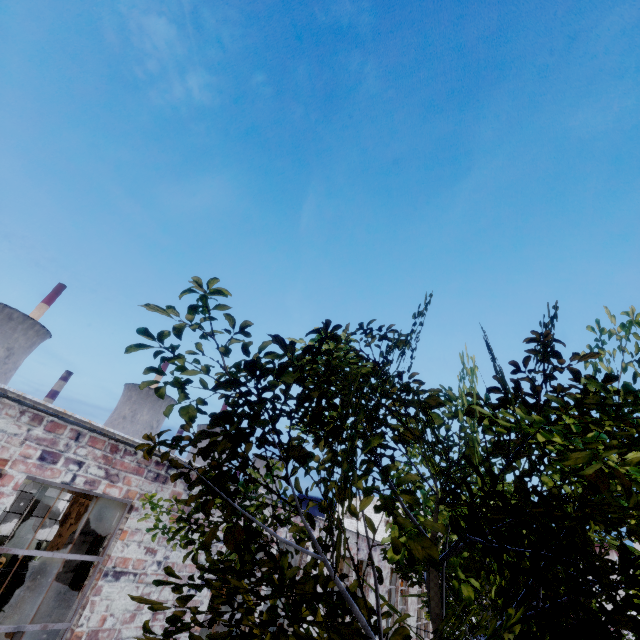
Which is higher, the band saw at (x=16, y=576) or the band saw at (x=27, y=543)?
the band saw at (x=27, y=543)

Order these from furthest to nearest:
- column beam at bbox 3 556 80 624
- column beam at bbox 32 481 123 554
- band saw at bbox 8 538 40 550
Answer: band saw at bbox 8 538 40 550
column beam at bbox 32 481 123 554
column beam at bbox 3 556 80 624

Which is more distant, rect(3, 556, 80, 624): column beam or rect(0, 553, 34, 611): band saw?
rect(0, 553, 34, 611): band saw

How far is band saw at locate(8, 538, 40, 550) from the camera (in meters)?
12.12

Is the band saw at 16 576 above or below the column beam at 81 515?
below

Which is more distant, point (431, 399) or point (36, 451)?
point (431, 399)

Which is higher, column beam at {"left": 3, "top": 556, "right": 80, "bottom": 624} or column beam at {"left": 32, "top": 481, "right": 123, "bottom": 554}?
column beam at {"left": 32, "top": 481, "right": 123, "bottom": 554}

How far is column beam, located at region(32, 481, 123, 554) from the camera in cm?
700
